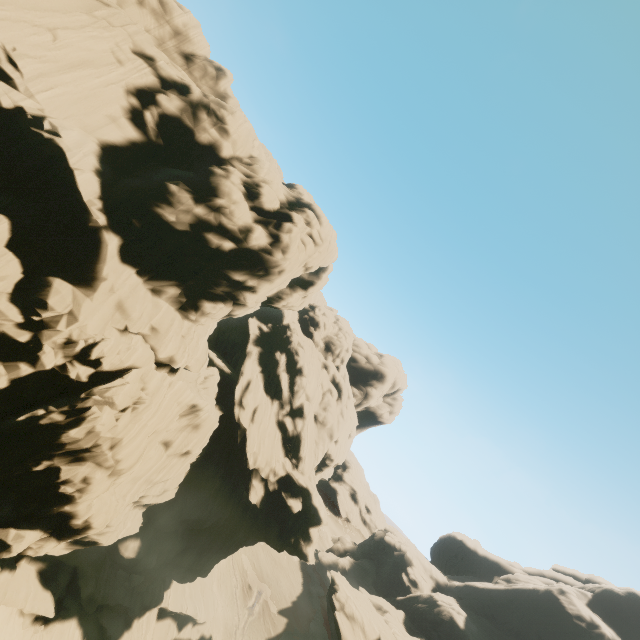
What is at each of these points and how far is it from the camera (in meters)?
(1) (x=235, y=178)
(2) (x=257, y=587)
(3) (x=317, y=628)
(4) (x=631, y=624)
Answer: (1) rock, 26.86
(2) rock, 54.78
(3) rock, 55.06
(4) rock, 56.97

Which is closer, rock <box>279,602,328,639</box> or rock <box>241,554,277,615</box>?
rock <box>279,602,328,639</box>

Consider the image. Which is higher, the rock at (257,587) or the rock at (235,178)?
the rock at (235,178)

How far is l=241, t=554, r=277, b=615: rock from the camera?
54.1 meters

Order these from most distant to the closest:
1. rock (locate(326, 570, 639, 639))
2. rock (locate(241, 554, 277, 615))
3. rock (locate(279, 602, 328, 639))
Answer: rock (locate(241, 554, 277, 615)) → rock (locate(279, 602, 328, 639)) → rock (locate(326, 570, 639, 639))

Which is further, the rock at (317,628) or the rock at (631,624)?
the rock at (317,628)
